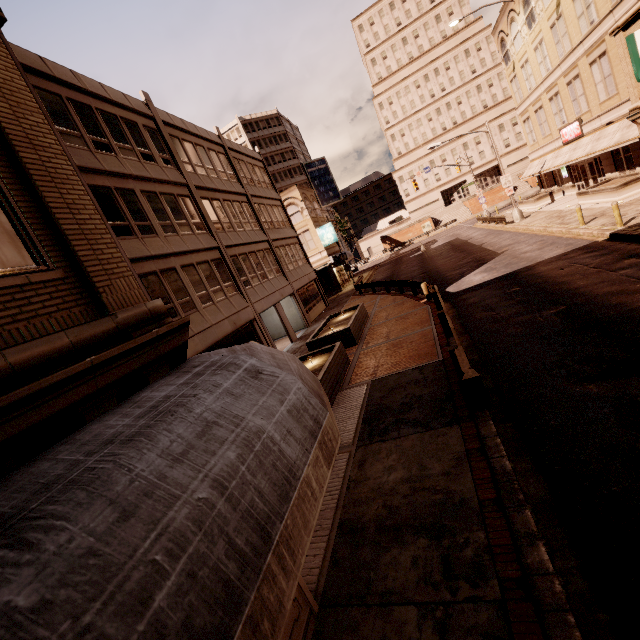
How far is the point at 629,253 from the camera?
11.97m

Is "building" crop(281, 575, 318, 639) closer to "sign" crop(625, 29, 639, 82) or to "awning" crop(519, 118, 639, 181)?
"sign" crop(625, 29, 639, 82)

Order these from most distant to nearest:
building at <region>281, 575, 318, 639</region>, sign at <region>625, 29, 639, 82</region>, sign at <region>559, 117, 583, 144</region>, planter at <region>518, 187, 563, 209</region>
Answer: planter at <region>518, 187, 563, 209</region>, sign at <region>559, 117, 583, 144</region>, sign at <region>625, 29, 639, 82</region>, building at <region>281, 575, 318, 639</region>

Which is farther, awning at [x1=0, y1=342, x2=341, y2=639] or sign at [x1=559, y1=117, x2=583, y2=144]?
sign at [x1=559, y1=117, x2=583, y2=144]

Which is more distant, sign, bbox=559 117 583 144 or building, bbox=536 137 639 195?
sign, bbox=559 117 583 144

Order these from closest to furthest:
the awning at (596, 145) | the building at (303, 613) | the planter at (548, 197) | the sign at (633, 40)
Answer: the building at (303, 613)
the sign at (633, 40)
the awning at (596, 145)
the planter at (548, 197)

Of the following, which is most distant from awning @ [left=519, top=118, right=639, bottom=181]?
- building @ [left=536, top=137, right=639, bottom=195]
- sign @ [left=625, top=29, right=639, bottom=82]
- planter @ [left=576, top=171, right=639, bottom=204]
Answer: sign @ [left=625, top=29, right=639, bottom=82]

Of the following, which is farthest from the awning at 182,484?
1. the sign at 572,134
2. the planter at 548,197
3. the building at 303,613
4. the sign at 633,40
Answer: the planter at 548,197
